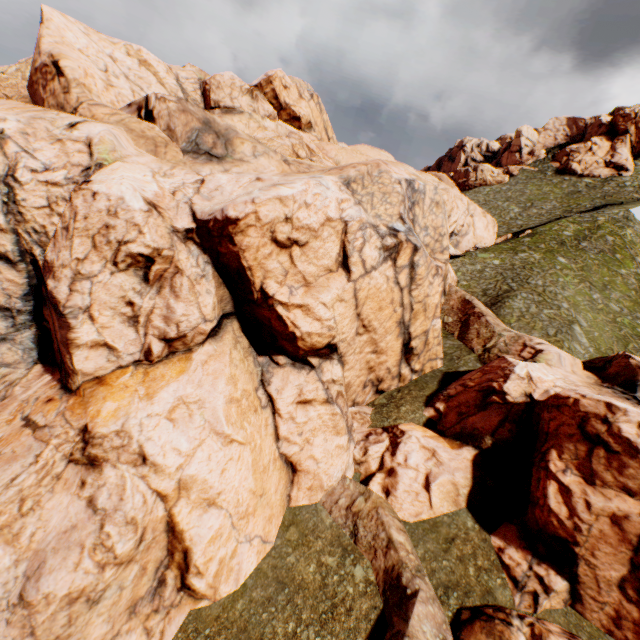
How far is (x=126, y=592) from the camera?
11.6 meters
